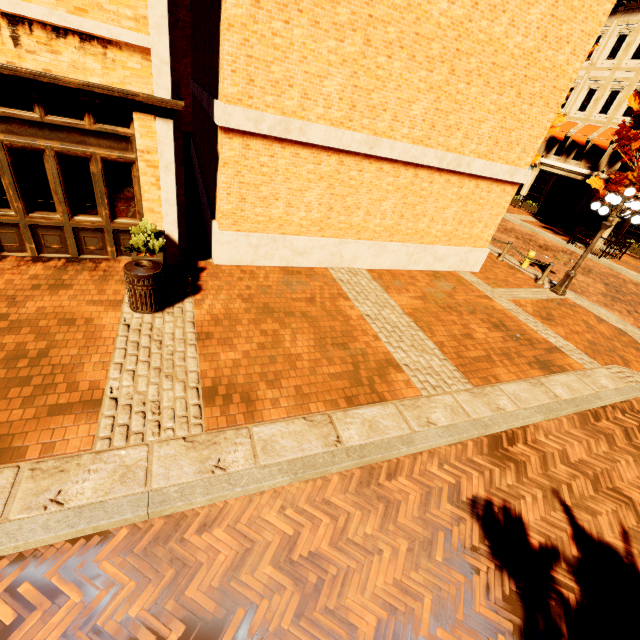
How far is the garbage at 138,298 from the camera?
5.6 meters

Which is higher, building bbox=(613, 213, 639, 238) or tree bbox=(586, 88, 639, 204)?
tree bbox=(586, 88, 639, 204)

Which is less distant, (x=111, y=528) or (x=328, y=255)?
(x=111, y=528)

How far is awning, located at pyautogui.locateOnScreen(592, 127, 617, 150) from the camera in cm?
2145

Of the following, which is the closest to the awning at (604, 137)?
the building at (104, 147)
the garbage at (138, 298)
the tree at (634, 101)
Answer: the building at (104, 147)

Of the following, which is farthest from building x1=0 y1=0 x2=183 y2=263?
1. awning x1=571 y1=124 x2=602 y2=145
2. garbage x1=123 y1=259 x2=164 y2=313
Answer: garbage x1=123 y1=259 x2=164 y2=313

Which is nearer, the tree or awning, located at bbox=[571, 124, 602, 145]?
the tree
